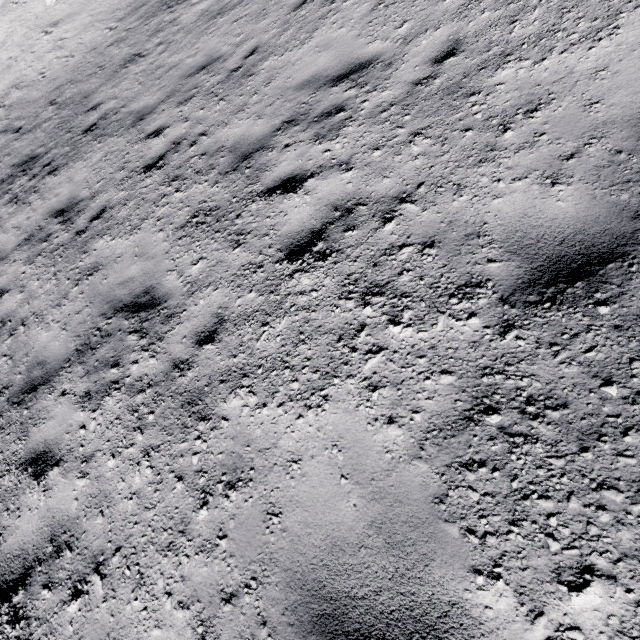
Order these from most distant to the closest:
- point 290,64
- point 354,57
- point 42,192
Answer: point 42,192, point 290,64, point 354,57
